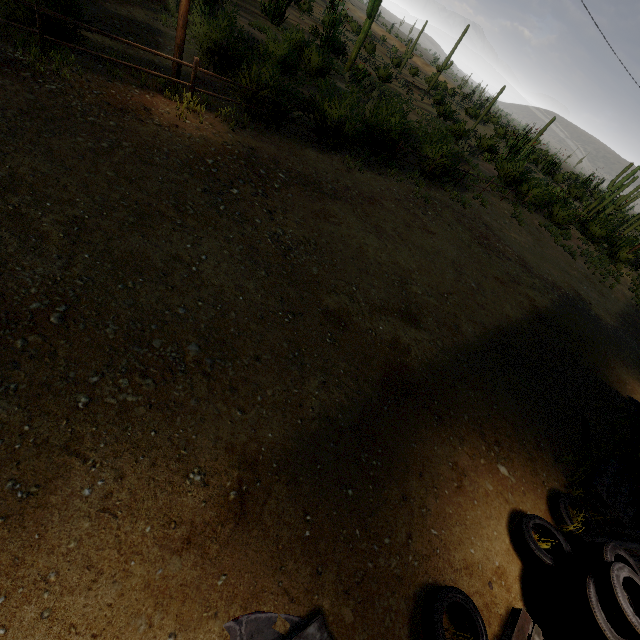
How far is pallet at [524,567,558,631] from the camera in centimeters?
381cm

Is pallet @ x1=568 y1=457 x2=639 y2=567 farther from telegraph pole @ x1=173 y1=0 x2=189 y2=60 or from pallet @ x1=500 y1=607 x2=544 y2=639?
telegraph pole @ x1=173 y1=0 x2=189 y2=60

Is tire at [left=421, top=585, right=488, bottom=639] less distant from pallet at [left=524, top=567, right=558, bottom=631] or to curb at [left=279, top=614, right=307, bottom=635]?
curb at [left=279, top=614, right=307, bottom=635]

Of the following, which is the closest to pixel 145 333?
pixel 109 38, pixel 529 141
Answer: pixel 109 38

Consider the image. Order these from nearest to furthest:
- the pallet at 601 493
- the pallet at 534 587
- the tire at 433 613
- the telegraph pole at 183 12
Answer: the tire at 433 613 < the pallet at 534 587 < the pallet at 601 493 < the telegraph pole at 183 12

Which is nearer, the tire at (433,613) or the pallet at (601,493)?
the tire at (433,613)

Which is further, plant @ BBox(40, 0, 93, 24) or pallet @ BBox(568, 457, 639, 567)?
plant @ BBox(40, 0, 93, 24)

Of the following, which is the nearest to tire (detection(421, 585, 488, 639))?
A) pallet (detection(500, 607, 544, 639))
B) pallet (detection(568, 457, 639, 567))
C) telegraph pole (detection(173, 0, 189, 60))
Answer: pallet (detection(500, 607, 544, 639))
